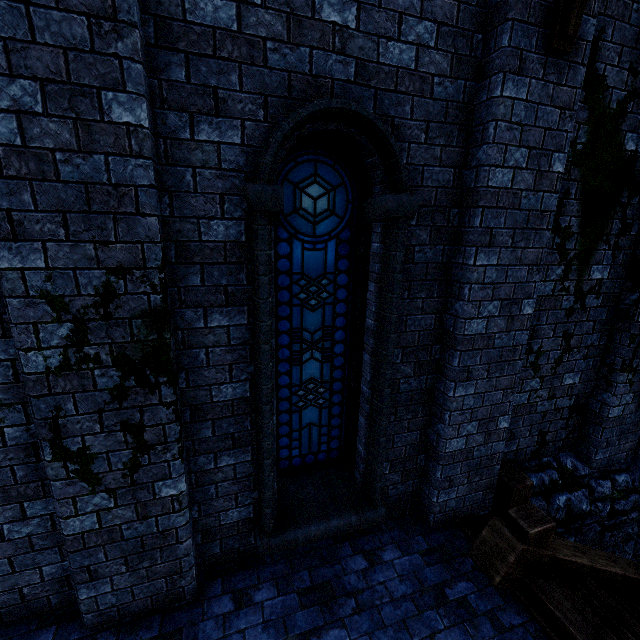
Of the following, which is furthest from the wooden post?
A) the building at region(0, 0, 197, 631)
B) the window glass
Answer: the window glass

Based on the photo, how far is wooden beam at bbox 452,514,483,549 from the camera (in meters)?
3.99

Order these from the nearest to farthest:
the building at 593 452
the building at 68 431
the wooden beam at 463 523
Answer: the building at 68 431 < the building at 593 452 < the wooden beam at 463 523

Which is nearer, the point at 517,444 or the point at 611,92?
the point at 611,92

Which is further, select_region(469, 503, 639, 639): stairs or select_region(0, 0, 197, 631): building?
select_region(469, 503, 639, 639): stairs

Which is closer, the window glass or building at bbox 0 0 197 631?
building at bbox 0 0 197 631

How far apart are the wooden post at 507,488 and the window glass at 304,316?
2.1 meters

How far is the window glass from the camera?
3.26m
